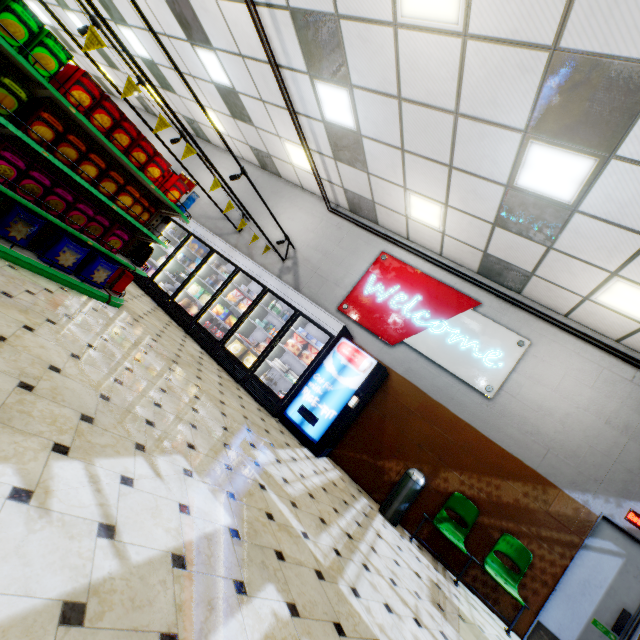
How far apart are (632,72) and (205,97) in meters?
9.0

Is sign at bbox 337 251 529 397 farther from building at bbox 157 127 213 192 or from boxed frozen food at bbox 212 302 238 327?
boxed frozen food at bbox 212 302 238 327

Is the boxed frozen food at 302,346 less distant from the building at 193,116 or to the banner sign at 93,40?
the building at 193,116

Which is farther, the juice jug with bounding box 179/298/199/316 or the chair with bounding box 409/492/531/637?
the juice jug with bounding box 179/298/199/316

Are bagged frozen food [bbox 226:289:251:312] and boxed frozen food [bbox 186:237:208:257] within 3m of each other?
yes

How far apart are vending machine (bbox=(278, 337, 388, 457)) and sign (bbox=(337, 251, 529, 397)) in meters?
0.5

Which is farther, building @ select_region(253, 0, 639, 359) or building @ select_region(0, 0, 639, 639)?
Result: building @ select_region(253, 0, 639, 359)

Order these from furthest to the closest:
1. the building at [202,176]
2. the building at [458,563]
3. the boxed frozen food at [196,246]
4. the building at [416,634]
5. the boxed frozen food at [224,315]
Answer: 1. the building at [202,176]
2. the boxed frozen food at [196,246]
3. the boxed frozen food at [224,315]
4. the building at [458,563]
5. the building at [416,634]
